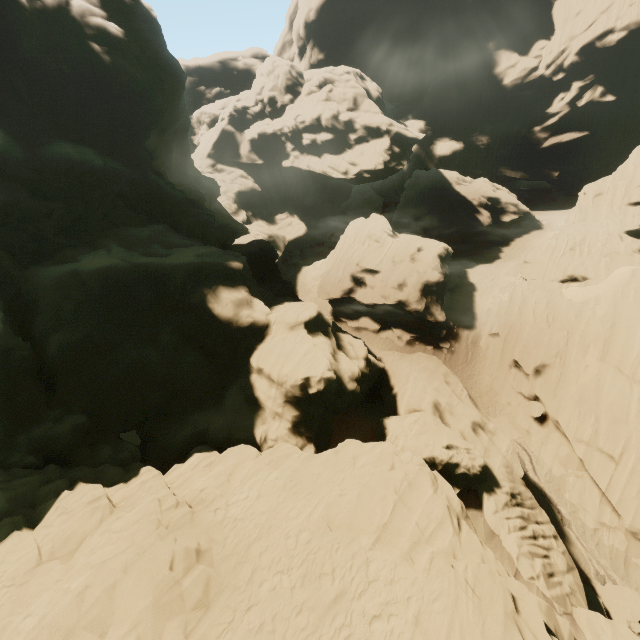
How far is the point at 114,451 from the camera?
18.5m

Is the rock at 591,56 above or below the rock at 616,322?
above

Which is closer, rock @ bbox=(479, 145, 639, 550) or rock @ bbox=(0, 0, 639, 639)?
rock @ bbox=(0, 0, 639, 639)

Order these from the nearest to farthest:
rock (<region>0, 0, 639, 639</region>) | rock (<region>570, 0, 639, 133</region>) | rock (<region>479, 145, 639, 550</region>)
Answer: rock (<region>0, 0, 639, 639</region>), rock (<region>479, 145, 639, 550</region>), rock (<region>570, 0, 639, 133</region>)

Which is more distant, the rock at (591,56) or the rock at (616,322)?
the rock at (591,56)

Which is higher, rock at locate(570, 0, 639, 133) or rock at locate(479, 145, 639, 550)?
rock at locate(570, 0, 639, 133)
